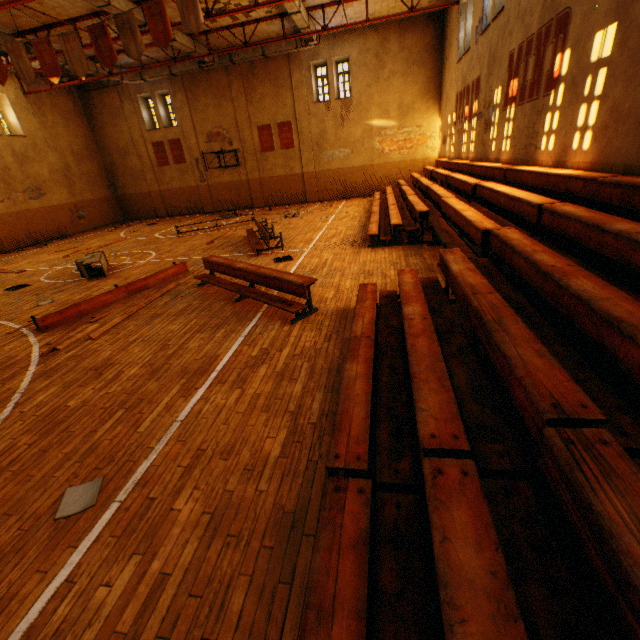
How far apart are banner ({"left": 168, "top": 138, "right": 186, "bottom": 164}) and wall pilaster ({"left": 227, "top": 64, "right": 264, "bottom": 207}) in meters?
4.4 m

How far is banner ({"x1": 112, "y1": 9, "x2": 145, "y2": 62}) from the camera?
9.7m

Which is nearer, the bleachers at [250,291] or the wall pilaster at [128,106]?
the bleachers at [250,291]

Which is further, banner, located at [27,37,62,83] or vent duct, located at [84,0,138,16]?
vent duct, located at [84,0,138,16]

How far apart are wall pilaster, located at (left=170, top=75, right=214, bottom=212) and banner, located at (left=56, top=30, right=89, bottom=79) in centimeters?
1212cm

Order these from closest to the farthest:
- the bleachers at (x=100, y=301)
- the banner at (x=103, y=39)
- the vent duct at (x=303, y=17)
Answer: the bleachers at (x=100, y=301)
the banner at (x=103, y=39)
the vent duct at (x=303, y=17)

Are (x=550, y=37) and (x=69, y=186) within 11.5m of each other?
no

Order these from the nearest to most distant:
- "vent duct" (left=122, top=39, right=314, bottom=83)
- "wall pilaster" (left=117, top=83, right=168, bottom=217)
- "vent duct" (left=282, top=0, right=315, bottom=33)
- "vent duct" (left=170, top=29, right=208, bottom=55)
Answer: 1. "vent duct" (left=282, top=0, right=315, bottom=33)
2. "vent duct" (left=170, top=29, right=208, bottom=55)
3. "vent duct" (left=122, top=39, right=314, bottom=83)
4. "wall pilaster" (left=117, top=83, right=168, bottom=217)
